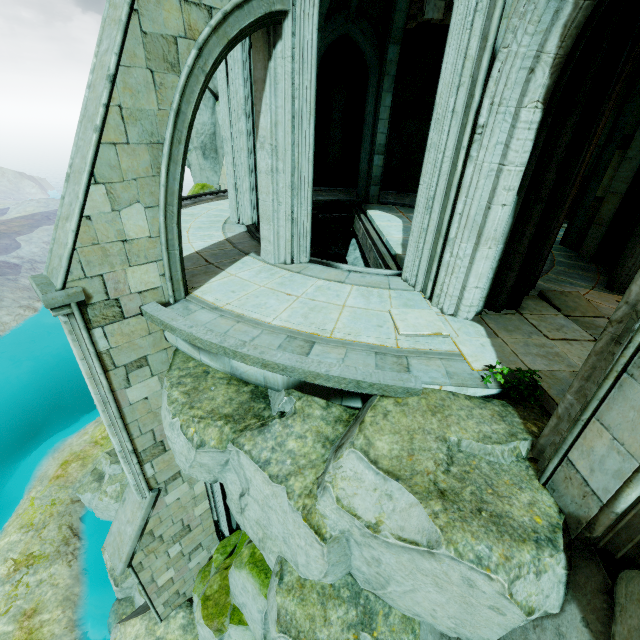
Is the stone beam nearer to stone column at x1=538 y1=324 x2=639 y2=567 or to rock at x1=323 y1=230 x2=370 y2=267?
rock at x1=323 y1=230 x2=370 y2=267

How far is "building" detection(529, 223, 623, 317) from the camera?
6.5m

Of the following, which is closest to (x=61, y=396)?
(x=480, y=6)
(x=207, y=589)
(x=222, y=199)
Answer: (x=222, y=199)

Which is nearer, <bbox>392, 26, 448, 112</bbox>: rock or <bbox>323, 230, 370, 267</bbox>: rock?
<bbox>392, 26, 448, 112</bbox>: rock

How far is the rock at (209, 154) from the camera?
13.70m

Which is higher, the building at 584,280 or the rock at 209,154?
the rock at 209,154

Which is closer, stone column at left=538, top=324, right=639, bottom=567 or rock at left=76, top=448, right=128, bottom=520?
stone column at left=538, top=324, right=639, bottom=567

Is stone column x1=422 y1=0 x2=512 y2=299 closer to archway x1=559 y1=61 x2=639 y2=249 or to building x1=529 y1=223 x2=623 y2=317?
building x1=529 y1=223 x2=623 y2=317
